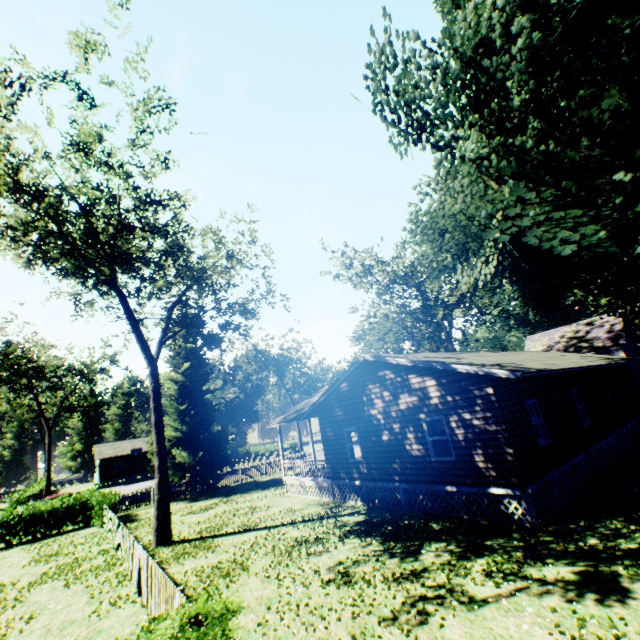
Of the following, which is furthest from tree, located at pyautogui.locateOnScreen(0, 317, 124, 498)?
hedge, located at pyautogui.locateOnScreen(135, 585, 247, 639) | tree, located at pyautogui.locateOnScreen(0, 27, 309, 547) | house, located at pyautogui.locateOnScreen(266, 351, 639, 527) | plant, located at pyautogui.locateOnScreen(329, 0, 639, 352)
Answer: hedge, located at pyautogui.locateOnScreen(135, 585, 247, 639)

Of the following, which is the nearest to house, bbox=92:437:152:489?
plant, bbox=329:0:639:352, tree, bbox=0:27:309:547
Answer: plant, bbox=329:0:639:352

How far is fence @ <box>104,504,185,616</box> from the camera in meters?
6.7

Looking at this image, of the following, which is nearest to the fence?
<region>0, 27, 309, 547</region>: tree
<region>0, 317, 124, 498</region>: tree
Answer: <region>0, 27, 309, 547</region>: tree

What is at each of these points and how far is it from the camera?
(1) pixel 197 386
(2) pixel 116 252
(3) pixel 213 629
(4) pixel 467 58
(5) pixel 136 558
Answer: (1) plant, 28.3 meters
(2) tree, 19.3 meters
(3) hedge, 4.2 meters
(4) plant, 9.4 meters
(5) fence, 10.2 meters

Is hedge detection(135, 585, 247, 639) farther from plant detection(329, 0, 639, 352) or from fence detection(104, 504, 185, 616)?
A: plant detection(329, 0, 639, 352)

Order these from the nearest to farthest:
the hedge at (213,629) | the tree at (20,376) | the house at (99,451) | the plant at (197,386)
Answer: the hedge at (213,629) < the plant at (197,386) < the tree at (20,376) < the house at (99,451)

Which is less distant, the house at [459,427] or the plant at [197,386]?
the house at [459,427]
